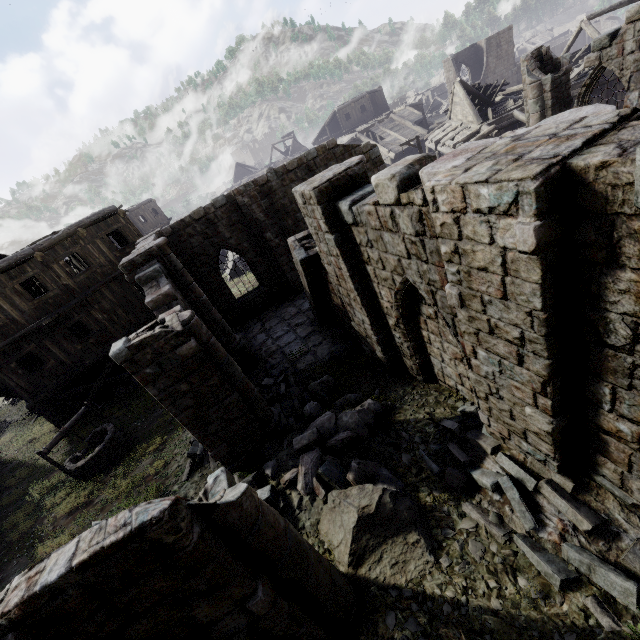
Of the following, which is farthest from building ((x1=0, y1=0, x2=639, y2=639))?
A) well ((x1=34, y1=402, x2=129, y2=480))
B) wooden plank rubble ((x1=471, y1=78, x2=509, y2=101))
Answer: well ((x1=34, y1=402, x2=129, y2=480))

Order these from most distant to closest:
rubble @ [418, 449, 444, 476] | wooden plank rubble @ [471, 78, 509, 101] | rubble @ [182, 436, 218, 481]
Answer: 1. wooden plank rubble @ [471, 78, 509, 101]
2. rubble @ [182, 436, 218, 481]
3. rubble @ [418, 449, 444, 476]

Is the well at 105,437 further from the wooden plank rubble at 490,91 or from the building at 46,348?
the wooden plank rubble at 490,91

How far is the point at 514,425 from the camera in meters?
4.8 m

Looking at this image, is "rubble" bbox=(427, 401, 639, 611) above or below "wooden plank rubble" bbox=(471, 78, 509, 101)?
below

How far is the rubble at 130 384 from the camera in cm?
1881

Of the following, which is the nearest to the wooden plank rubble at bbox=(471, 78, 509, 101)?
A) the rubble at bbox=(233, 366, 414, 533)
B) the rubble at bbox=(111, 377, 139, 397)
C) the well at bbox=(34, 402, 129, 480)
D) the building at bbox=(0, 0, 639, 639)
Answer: the building at bbox=(0, 0, 639, 639)

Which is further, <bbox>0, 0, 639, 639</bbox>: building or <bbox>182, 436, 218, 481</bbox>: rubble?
<bbox>182, 436, 218, 481</bbox>: rubble
